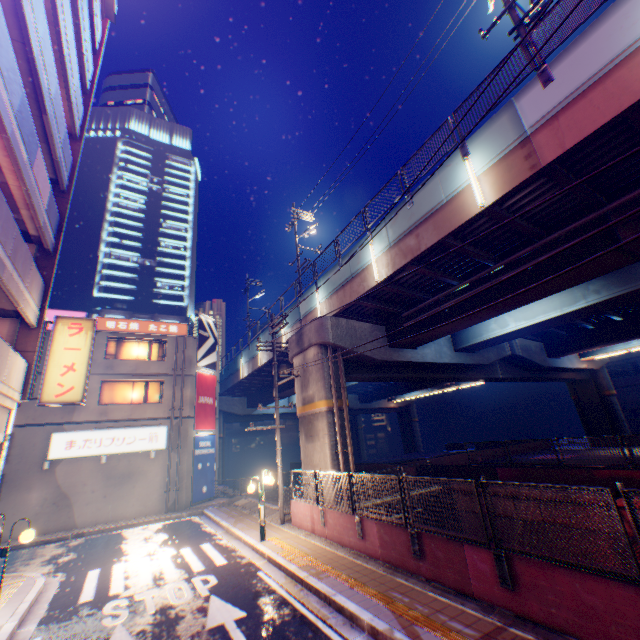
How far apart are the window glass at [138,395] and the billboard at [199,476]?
3.2m

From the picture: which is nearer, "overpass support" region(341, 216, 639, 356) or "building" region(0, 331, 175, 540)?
"overpass support" region(341, 216, 639, 356)

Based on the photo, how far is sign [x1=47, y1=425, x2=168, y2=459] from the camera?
18.70m

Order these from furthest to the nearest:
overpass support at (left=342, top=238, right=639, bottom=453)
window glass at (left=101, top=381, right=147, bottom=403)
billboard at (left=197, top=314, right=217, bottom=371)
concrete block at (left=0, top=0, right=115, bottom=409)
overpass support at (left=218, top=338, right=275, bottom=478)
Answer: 1. overpass support at (left=218, top=338, right=275, bottom=478)
2. billboard at (left=197, top=314, right=217, bottom=371)
3. window glass at (left=101, top=381, right=147, bottom=403)
4. overpass support at (left=342, top=238, right=639, bottom=453)
5. concrete block at (left=0, top=0, right=115, bottom=409)

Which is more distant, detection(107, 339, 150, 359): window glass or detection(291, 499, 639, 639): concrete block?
detection(107, 339, 150, 359): window glass

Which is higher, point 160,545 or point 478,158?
point 478,158

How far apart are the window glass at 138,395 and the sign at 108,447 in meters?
1.6

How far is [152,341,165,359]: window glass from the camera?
23.56m
